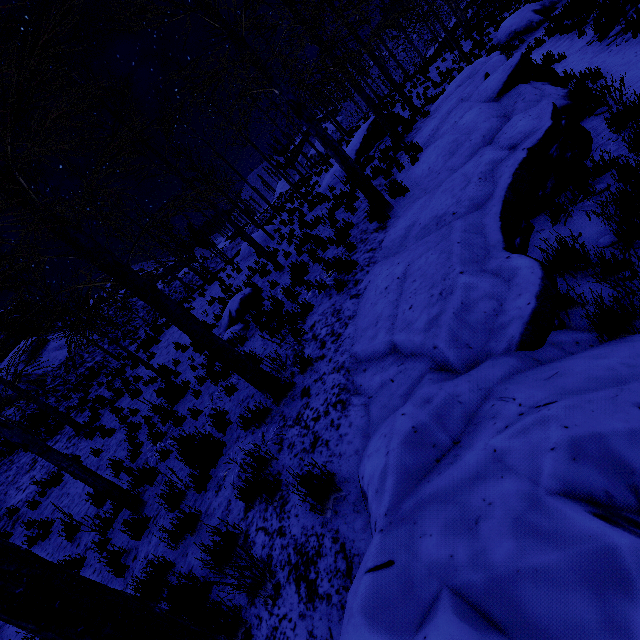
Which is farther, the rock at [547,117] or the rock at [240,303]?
the rock at [240,303]

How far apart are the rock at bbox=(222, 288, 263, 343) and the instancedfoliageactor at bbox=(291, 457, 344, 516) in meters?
6.9 m

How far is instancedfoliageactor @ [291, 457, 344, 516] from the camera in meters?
2.7 m

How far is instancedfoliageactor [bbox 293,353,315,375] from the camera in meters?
4.7

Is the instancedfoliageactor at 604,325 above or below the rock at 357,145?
below

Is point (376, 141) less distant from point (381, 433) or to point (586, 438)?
point (381, 433)

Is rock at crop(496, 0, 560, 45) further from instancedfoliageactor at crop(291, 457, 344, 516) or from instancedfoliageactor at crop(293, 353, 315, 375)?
instancedfoliageactor at crop(291, 457, 344, 516)

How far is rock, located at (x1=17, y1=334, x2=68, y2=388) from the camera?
23.4m
